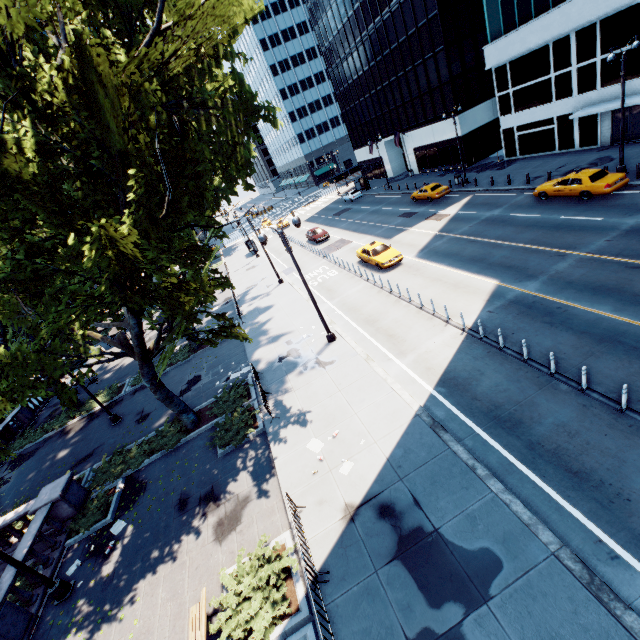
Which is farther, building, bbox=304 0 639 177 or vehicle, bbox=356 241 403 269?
building, bbox=304 0 639 177

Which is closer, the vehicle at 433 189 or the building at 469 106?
the building at 469 106

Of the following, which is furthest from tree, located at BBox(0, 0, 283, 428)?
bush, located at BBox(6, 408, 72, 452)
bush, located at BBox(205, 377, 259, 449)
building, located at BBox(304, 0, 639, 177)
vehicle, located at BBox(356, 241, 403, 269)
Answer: building, located at BBox(304, 0, 639, 177)

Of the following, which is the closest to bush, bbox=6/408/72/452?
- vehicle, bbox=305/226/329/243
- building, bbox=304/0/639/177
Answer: vehicle, bbox=305/226/329/243

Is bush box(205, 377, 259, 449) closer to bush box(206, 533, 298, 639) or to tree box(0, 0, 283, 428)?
tree box(0, 0, 283, 428)

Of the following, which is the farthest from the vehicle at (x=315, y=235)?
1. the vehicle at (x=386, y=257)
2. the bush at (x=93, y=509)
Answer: the bush at (x=93, y=509)

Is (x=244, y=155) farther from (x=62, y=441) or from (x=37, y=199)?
(x=62, y=441)

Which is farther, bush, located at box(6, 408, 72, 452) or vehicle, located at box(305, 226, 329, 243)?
vehicle, located at box(305, 226, 329, 243)
